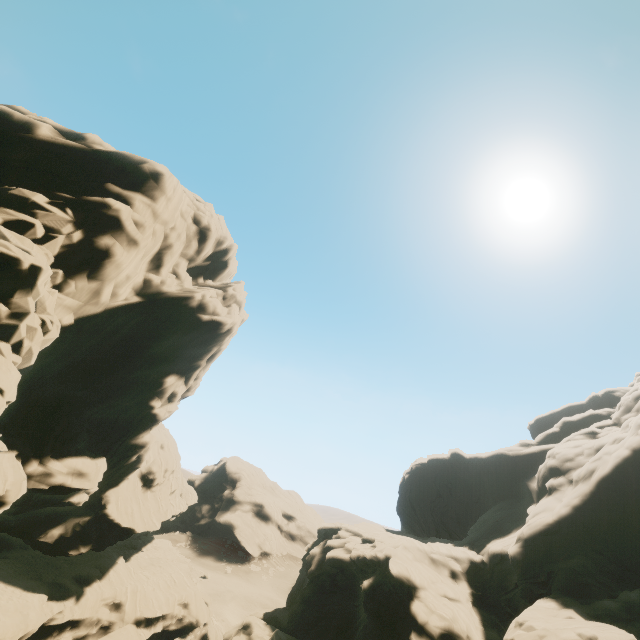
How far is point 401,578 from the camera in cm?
2462
